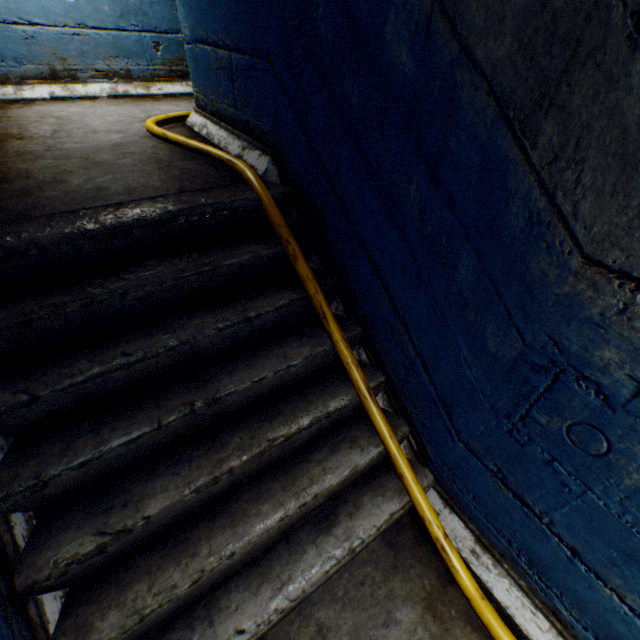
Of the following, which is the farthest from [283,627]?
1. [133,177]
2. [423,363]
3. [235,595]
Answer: [133,177]

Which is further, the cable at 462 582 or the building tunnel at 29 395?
the cable at 462 582

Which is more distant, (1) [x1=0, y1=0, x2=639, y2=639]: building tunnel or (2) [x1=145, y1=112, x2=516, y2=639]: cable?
(2) [x1=145, y1=112, x2=516, y2=639]: cable
